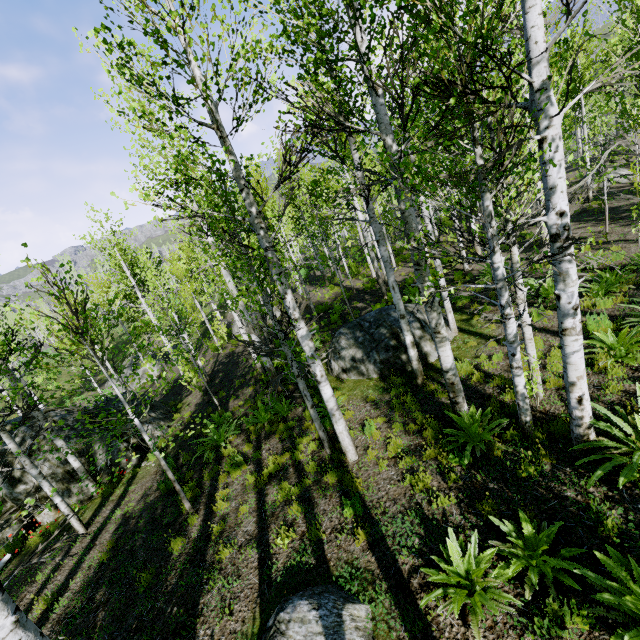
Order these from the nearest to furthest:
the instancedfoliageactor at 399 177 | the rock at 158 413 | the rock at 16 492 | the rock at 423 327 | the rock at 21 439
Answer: the instancedfoliageactor at 399 177 → the rock at 423 327 → the rock at 16 492 → the rock at 21 439 → the rock at 158 413

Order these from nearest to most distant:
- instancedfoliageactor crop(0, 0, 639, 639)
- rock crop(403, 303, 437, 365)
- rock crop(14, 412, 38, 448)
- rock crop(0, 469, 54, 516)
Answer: instancedfoliageactor crop(0, 0, 639, 639) < rock crop(403, 303, 437, 365) < rock crop(0, 469, 54, 516) < rock crop(14, 412, 38, 448)

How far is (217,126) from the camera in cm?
479

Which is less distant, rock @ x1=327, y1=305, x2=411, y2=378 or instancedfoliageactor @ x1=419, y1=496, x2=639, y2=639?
instancedfoliageactor @ x1=419, y1=496, x2=639, y2=639

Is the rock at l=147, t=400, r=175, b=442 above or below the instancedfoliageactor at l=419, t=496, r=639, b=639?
below

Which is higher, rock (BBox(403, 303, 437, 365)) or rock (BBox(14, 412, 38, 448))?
rock (BBox(14, 412, 38, 448))

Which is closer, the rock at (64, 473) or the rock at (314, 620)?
the rock at (314, 620)

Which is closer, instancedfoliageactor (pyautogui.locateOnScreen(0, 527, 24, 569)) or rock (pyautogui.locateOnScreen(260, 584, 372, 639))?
instancedfoliageactor (pyautogui.locateOnScreen(0, 527, 24, 569))
